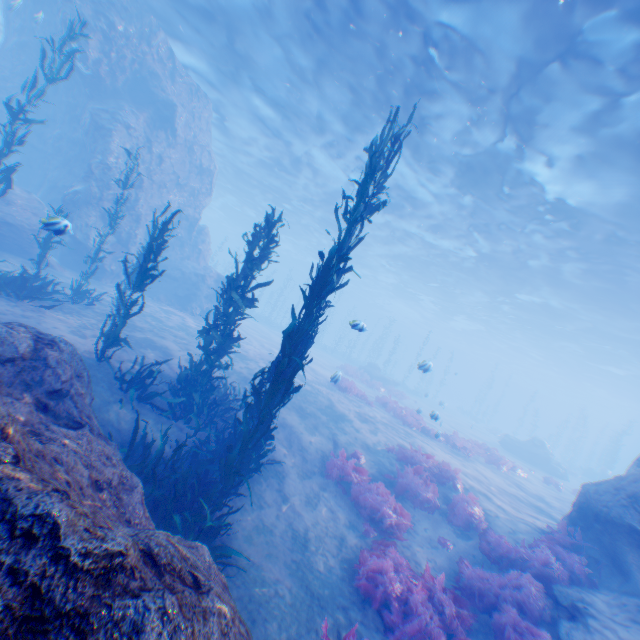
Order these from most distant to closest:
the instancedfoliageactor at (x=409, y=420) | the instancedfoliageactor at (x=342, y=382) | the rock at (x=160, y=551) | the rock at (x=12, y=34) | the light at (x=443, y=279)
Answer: the instancedfoliageactor at (x=342, y=382) < the instancedfoliageactor at (x=409, y=420) < the rock at (x=12, y=34) < the light at (x=443, y=279) < the rock at (x=160, y=551)

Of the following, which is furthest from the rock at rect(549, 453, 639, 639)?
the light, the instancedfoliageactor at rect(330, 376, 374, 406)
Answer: the instancedfoliageactor at rect(330, 376, 374, 406)

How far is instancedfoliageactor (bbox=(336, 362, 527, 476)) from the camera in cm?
1684

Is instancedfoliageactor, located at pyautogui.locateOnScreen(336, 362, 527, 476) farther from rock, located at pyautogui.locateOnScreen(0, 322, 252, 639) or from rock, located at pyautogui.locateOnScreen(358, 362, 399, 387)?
rock, located at pyautogui.locateOnScreen(358, 362, 399, 387)

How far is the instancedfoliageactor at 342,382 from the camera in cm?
1739

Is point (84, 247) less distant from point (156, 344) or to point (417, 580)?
point (156, 344)

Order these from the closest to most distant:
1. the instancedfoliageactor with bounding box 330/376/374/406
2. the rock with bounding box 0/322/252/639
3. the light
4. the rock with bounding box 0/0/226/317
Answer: the rock with bounding box 0/322/252/639 → the light → the rock with bounding box 0/0/226/317 → the instancedfoliageactor with bounding box 330/376/374/406
